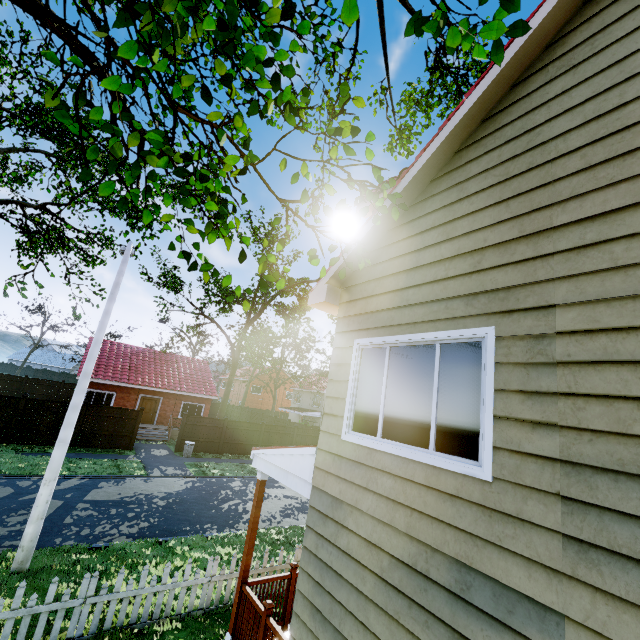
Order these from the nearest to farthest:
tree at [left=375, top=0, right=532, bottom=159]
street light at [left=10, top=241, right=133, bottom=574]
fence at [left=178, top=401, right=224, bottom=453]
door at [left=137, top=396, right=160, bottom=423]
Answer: tree at [left=375, top=0, right=532, bottom=159]
street light at [left=10, top=241, right=133, bottom=574]
fence at [left=178, top=401, right=224, bottom=453]
door at [left=137, top=396, right=160, bottom=423]

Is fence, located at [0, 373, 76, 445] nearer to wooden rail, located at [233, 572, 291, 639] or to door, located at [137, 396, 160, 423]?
wooden rail, located at [233, 572, 291, 639]

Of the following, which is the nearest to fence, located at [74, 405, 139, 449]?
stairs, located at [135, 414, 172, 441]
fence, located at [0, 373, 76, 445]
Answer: fence, located at [0, 373, 76, 445]

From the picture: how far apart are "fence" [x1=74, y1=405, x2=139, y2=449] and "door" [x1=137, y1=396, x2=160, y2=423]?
6.3 meters

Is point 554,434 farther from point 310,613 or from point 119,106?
point 119,106

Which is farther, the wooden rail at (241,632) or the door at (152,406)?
the door at (152,406)

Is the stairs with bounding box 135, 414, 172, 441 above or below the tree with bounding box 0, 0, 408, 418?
below

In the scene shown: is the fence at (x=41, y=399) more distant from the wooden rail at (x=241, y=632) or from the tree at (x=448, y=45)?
the wooden rail at (x=241, y=632)
